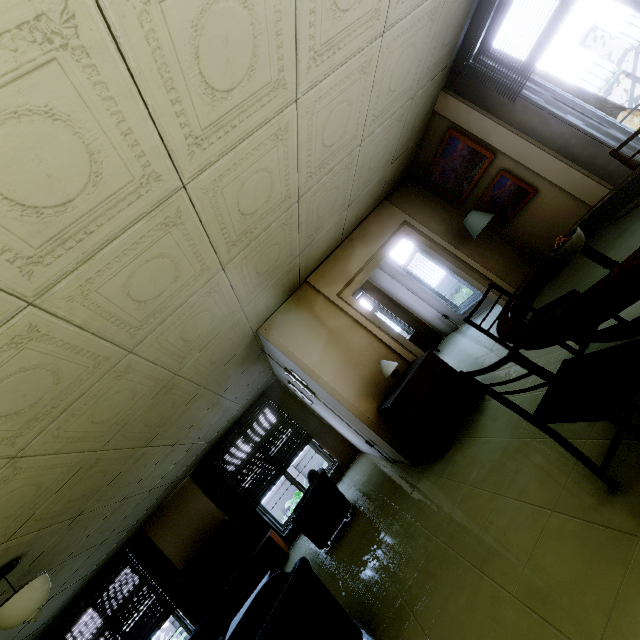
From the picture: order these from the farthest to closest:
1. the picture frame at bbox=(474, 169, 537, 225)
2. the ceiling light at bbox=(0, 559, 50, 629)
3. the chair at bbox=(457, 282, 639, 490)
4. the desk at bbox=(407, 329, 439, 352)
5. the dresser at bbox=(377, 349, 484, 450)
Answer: the desk at bbox=(407, 329, 439, 352)
the picture frame at bbox=(474, 169, 537, 225)
the dresser at bbox=(377, 349, 484, 450)
the ceiling light at bbox=(0, 559, 50, 629)
the chair at bbox=(457, 282, 639, 490)

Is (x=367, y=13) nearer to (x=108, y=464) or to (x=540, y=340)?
(x=540, y=340)

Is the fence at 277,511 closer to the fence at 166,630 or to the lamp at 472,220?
the fence at 166,630

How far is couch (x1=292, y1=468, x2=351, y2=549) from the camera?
4.81m

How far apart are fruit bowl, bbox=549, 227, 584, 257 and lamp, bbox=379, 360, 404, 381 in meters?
2.4 m

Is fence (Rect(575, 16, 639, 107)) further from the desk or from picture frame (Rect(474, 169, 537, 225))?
the desk

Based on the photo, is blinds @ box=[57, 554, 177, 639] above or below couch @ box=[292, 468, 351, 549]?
above

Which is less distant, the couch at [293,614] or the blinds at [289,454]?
the couch at [293,614]
